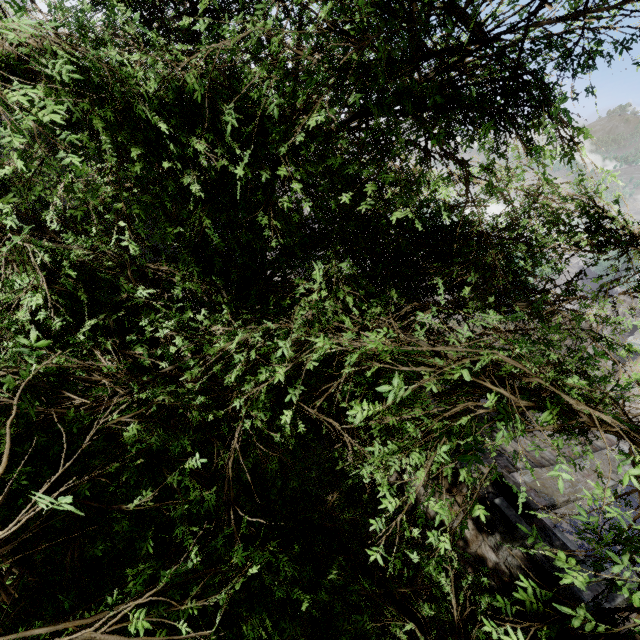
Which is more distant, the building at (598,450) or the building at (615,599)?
the building at (598,450)

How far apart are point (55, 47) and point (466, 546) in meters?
7.3 m

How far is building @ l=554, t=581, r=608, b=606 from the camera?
3.7 meters

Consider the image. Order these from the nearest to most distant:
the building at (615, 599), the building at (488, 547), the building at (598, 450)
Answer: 1. the building at (615, 599)
2. the building at (488, 547)
3. the building at (598, 450)

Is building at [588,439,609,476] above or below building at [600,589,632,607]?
below

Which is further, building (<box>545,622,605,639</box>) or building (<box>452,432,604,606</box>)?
building (<box>452,432,604,606</box>)
